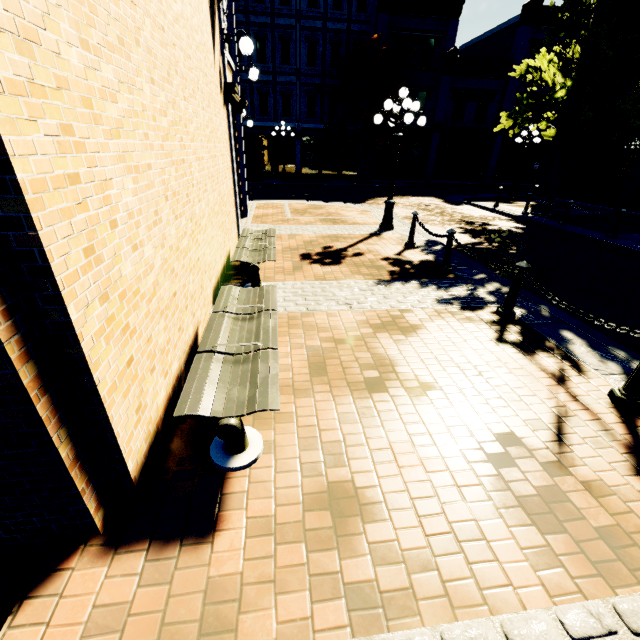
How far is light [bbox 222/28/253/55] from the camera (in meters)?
6.68

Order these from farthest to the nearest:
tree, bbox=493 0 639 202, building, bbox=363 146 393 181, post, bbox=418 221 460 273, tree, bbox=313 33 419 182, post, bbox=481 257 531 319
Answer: building, bbox=363 146 393 181
tree, bbox=313 33 419 182
tree, bbox=493 0 639 202
post, bbox=418 221 460 273
post, bbox=481 257 531 319

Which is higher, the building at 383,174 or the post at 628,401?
the building at 383,174

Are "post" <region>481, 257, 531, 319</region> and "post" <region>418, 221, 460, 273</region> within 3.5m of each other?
yes

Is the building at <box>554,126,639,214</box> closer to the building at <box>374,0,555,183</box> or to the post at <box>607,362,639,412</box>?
the building at <box>374,0,555,183</box>

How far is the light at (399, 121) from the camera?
8.34m

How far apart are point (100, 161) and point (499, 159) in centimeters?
3144cm

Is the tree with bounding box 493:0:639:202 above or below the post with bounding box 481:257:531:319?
above
